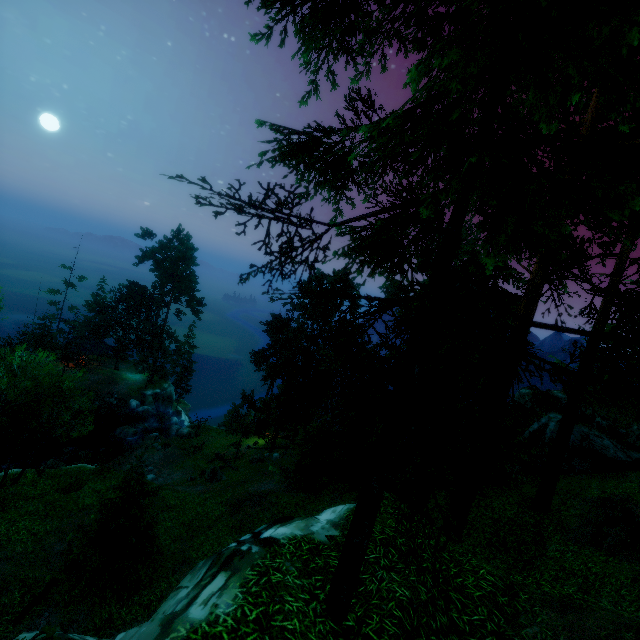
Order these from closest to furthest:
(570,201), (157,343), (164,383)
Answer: (570,201)
(157,343)
(164,383)

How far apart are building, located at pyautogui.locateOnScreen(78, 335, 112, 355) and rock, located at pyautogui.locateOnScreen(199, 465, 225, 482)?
33.0 meters

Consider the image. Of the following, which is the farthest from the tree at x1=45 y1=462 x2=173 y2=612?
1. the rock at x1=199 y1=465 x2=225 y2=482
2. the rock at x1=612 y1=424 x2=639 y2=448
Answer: the rock at x1=612 y1=424 x2=639 y2=448

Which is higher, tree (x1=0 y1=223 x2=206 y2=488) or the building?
tree (x1=0 y1=223 x2=206 y2=488)

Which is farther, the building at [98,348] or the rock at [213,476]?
the building at [98,348]

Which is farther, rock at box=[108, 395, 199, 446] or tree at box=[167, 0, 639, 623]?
rock at box=[108, 395, 199, 446]

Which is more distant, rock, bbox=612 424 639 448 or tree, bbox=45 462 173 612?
rock, bbox=612 424 639 448

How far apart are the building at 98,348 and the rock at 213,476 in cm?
3304
